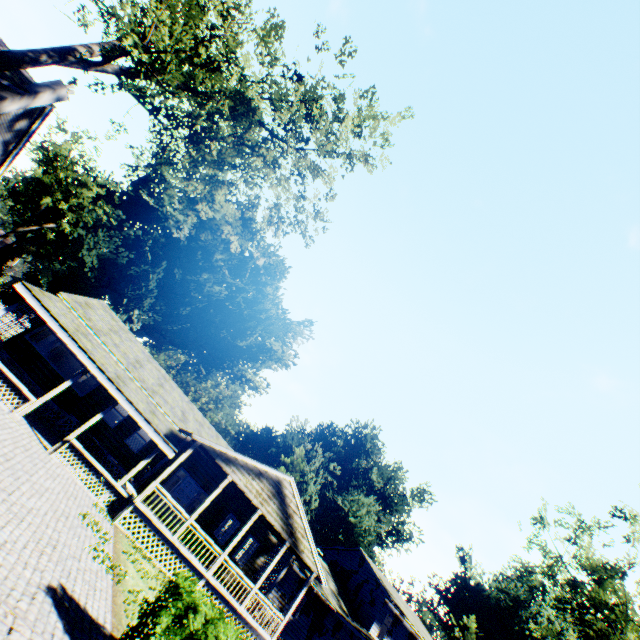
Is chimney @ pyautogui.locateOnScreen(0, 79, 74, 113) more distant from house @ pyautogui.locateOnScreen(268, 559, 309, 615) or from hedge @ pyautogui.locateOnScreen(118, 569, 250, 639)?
house @ pyautogui.locateOnScreen(268, 559, 309, 615)

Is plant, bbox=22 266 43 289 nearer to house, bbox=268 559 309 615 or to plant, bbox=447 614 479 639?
house, bbox=268 559 309 615

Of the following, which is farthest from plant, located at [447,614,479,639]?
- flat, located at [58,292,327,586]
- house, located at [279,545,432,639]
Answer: flat, located at [58,292,327,586]

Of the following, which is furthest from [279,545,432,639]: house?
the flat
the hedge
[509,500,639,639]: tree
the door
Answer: [509,500,639,639]: tree

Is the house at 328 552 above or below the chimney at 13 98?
below

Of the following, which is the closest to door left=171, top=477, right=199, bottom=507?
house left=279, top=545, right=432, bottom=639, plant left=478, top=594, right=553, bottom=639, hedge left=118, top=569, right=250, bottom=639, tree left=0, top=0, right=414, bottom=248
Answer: house left=279, top=545, right=432, bottom=639

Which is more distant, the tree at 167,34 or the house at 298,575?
the house at 298,575

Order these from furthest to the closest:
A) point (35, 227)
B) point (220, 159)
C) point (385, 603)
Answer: point (35, 227)
point (385, 603)
point (220, 159)
